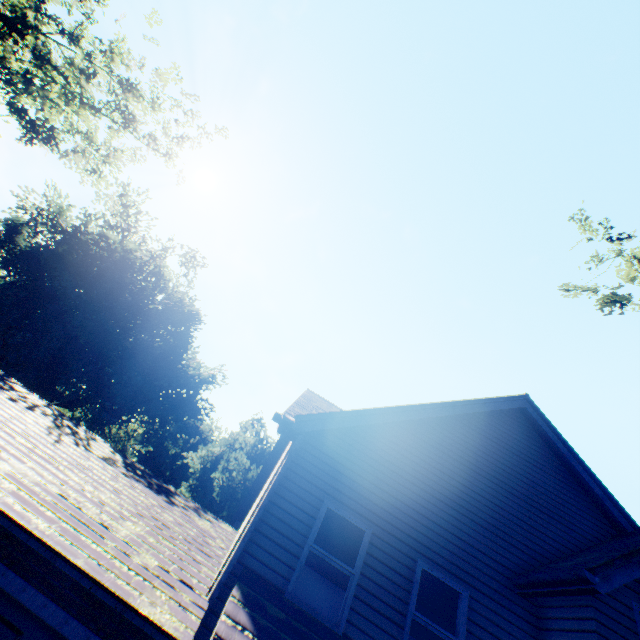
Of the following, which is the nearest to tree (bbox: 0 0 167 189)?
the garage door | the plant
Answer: the plant

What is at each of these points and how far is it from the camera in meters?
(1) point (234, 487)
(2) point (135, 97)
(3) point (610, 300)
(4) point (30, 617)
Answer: (1) plant, 33.5 m
(2) tree, 11.6 m
(3) tree, 11.2 m
(4) garage door, 4.2 m

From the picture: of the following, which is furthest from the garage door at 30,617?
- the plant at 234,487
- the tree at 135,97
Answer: the plant at 234,487

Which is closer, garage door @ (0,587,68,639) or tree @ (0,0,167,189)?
garage door @ (0,587,68,639)

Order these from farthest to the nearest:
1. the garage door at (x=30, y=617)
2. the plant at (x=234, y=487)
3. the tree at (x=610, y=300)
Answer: the plant at (x=234, y=487) < the tree at (x=610, y=300) < the garage door at (x=30, y=617)

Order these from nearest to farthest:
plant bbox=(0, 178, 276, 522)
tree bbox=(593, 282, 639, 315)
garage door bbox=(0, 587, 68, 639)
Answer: garage door bbox=(0, 587, 68, 639), tree bbox=(593, 282, 639, 315), plant bbox=(0, 178, 276, 522)
